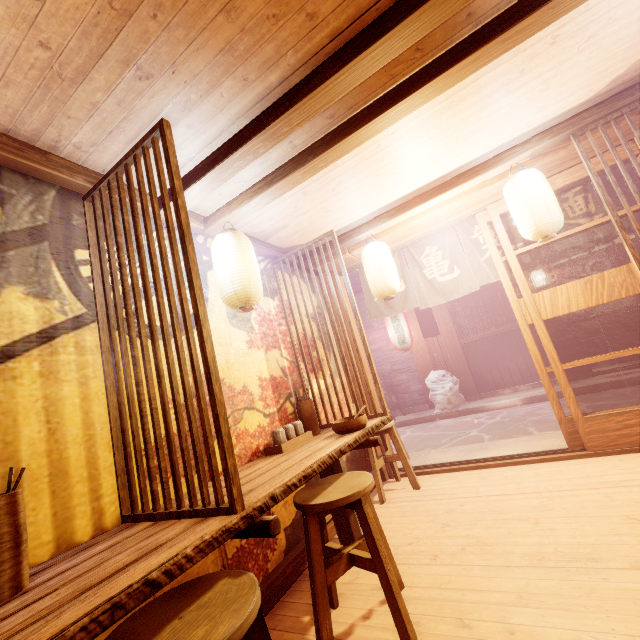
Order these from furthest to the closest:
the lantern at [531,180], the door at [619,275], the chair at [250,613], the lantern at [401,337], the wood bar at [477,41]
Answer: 1. the lantern at [401,337]
2. the door at [619,275]
3. the lantern at [531,180]
4. the wood bar at [477,41]
5. the chair at [250,613]

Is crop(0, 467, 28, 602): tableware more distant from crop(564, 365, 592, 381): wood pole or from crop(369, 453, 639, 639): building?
crop(564, 365, 592, 381): wood pole

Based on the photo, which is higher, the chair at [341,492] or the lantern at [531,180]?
the lantern at [531,180]

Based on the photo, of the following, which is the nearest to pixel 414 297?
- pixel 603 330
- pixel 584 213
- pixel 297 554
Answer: pixel 584 213

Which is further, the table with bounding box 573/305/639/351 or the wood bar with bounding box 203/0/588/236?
the table with bounding box 573/305/639/351

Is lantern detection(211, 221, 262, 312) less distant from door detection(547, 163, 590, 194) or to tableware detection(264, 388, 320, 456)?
tableware detection(264, 388, 320, 456)

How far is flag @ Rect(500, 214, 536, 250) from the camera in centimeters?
709cm

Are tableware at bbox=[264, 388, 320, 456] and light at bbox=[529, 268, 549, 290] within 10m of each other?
no
